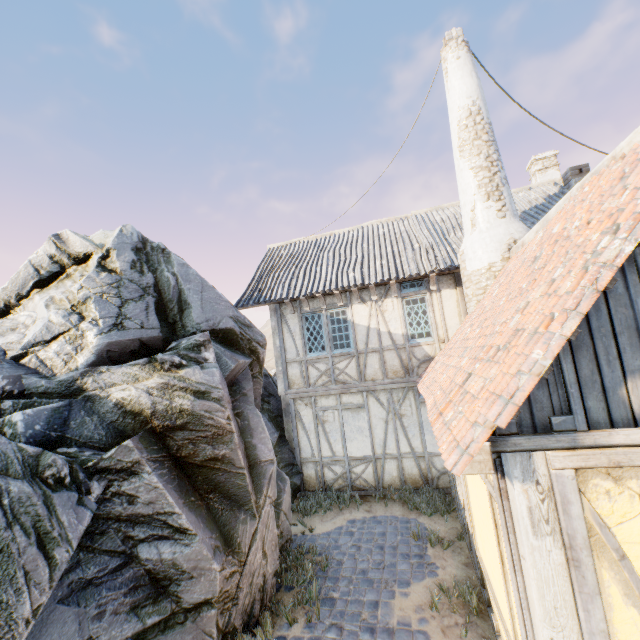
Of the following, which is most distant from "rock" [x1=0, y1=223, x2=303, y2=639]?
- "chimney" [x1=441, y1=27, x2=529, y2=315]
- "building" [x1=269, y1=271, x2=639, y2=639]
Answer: "building" [x1=269, y1=271, x2=639, y2=639]

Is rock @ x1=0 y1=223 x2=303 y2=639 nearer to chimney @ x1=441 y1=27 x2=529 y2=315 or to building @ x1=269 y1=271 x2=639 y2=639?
chimney @ x1=441 y1=27 x2=529 y2=315

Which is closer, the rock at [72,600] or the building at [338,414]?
the building at [338,414]

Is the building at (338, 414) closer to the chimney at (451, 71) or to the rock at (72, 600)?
the chimney at (451, 71)

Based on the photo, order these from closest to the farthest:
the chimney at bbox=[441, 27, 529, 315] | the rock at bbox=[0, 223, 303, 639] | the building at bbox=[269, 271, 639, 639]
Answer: the building at bbox=[269, 271, 639, 639]
the rock at bbox=[0, 223, 303, 639]
the chimney at bbox=[441, 27, 529, 315]

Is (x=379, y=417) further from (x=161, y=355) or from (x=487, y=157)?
(x=487, y=157)
